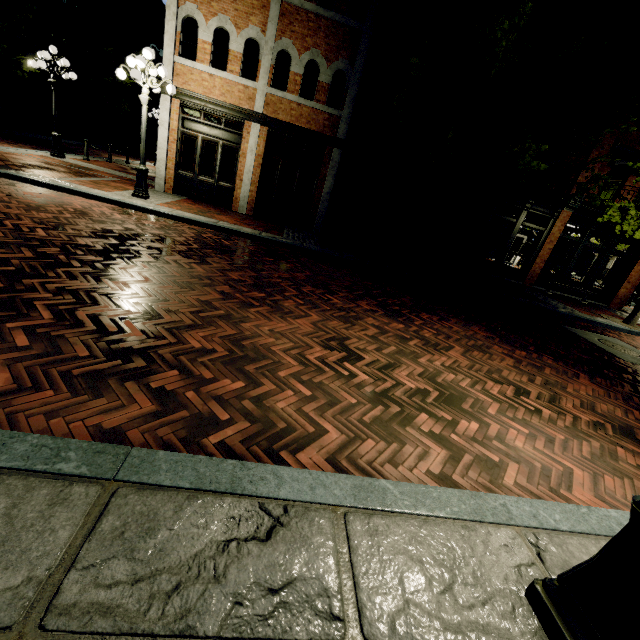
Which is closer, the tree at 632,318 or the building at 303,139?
the building at 303,139

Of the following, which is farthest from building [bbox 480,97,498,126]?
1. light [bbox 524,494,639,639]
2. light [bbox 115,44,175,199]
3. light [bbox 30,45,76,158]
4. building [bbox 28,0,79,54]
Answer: light [bbox 524,494,639,639]

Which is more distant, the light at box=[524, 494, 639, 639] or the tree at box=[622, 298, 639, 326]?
the tree at box=[622, 298, 639, 326]

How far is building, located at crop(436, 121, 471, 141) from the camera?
12.6m

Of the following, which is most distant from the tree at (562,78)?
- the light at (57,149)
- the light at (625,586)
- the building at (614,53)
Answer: the light at (625,586)

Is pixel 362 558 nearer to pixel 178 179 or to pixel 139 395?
pixel 139 395

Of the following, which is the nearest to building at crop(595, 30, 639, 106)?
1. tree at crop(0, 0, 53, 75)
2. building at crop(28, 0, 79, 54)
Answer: tree at crop(0, 0, 53, 75)

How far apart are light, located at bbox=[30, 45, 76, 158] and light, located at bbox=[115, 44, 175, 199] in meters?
5.9
